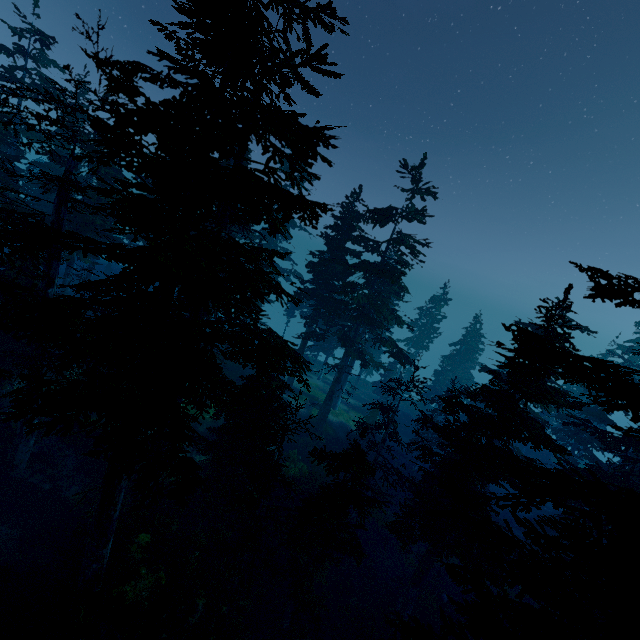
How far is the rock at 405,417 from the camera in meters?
43.8

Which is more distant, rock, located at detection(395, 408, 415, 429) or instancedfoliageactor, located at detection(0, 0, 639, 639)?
rock, located at detection(395, 408, 415, 429)

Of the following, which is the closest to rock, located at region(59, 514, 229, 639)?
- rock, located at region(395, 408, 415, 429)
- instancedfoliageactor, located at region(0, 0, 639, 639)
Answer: instancedfoliageactor, located at region(0, 0, 639, 639)

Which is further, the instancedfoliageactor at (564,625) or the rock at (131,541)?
the rock at (131,541)

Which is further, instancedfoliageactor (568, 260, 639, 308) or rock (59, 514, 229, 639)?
Result: rock (59, 514, 229, 639)

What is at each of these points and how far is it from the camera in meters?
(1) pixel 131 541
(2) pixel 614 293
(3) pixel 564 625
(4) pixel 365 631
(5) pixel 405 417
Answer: (1) rock, 14.8
(2) instancedfoliageactor, 7.7
(3) instancedfoliageactor, 7.4
(4) instancedfoliageactor, 18.0
(5) rock, 46.2
